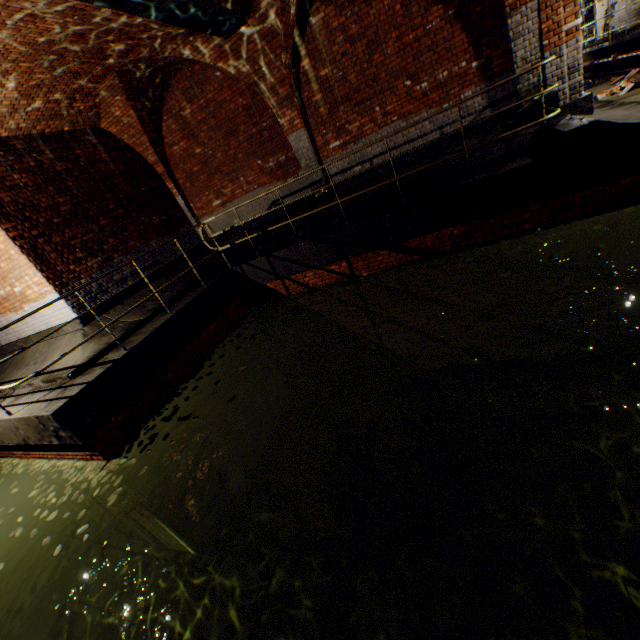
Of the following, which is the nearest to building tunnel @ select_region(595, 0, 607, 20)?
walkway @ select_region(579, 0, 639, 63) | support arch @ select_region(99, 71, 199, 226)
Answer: walkway @ select_region(579, 0, 639, 63)

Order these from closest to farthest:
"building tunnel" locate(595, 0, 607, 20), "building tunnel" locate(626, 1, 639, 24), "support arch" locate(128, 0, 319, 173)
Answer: "support arch" locate(128, 0, 319, 173) → "building tunnel" locate(626, 1, 639, 24) → "building tunnel" locate(595, 0, 607, 20)

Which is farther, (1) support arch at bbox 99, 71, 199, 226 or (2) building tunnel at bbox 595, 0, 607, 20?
(2) building tunnel at bbox 595, 0, 607, 20

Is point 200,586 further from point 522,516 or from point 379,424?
point 522,516

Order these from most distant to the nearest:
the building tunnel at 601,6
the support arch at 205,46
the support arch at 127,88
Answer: the building tunnel at 601,6
the support arch at 127,88
the support arch at 205,46

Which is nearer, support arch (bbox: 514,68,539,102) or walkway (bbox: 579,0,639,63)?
support arch (bbox: 514,68,539,102)

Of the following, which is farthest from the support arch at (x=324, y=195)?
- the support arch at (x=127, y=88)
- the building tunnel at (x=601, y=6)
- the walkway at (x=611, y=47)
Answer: the walkway at (x=611, y=47)

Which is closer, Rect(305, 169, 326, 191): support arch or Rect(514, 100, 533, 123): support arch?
Rect(514, 100, 533, 123): support arch
